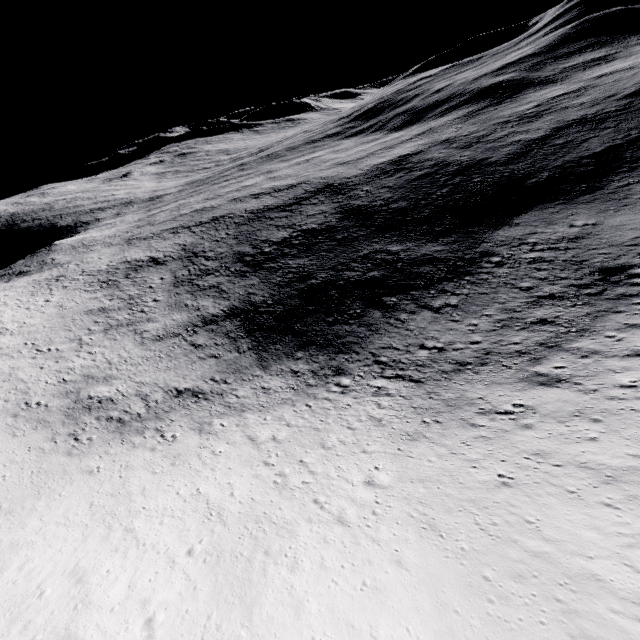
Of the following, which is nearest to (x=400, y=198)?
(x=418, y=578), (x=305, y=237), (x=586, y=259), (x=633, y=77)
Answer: (x=305, y=237)
